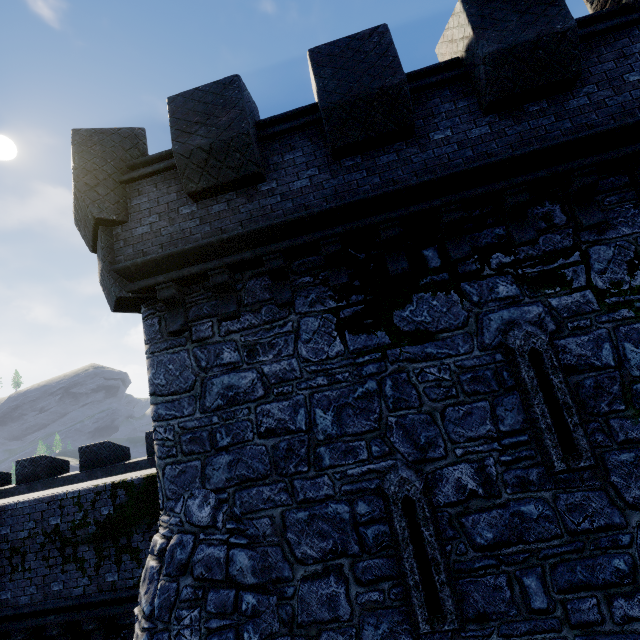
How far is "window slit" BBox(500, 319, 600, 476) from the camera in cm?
445

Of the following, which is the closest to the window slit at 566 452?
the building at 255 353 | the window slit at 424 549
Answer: the building at 255 353

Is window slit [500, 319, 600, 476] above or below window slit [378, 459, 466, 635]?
above

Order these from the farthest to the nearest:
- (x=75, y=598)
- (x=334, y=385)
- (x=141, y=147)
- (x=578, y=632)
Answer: (x=75, y=598)
(x=141, y=147)
(x=334, y=385)
(x=578, y=632)

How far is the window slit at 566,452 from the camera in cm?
445

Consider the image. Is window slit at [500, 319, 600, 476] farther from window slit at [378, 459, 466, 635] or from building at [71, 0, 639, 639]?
window slit at [378, 459, 466, 635]

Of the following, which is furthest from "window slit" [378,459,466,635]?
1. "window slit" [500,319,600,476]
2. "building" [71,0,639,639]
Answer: "window slit" [500,319,600,476]
